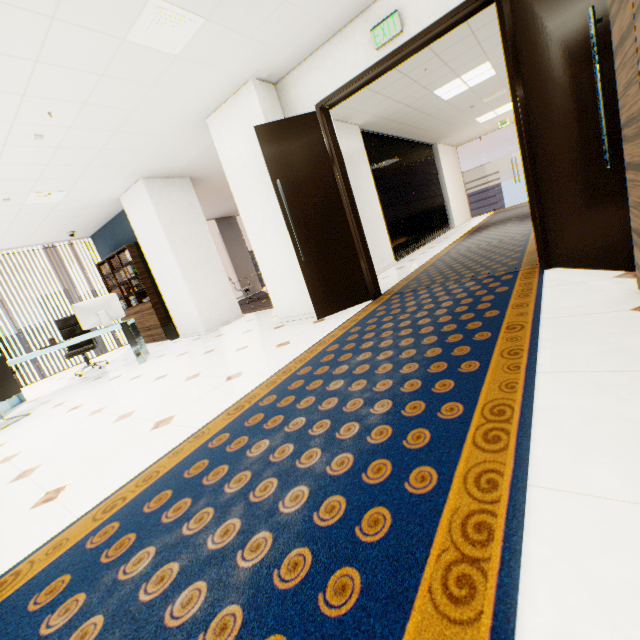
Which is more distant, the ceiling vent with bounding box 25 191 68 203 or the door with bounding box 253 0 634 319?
the ceiling vent with bounding box 25 191 68 203

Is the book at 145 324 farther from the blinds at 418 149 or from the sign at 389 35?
the sign at 389 35

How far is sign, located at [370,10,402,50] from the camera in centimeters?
312cm

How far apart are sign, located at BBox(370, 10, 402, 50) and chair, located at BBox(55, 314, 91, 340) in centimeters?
670cm

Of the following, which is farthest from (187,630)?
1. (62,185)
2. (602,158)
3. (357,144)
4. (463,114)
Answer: (463,114)

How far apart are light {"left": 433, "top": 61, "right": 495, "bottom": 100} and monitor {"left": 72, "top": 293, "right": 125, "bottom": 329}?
7.02m

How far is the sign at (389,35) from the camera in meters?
3.1 m

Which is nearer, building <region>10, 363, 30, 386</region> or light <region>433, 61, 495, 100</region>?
light <region>433, 61, 495, 100</region>
